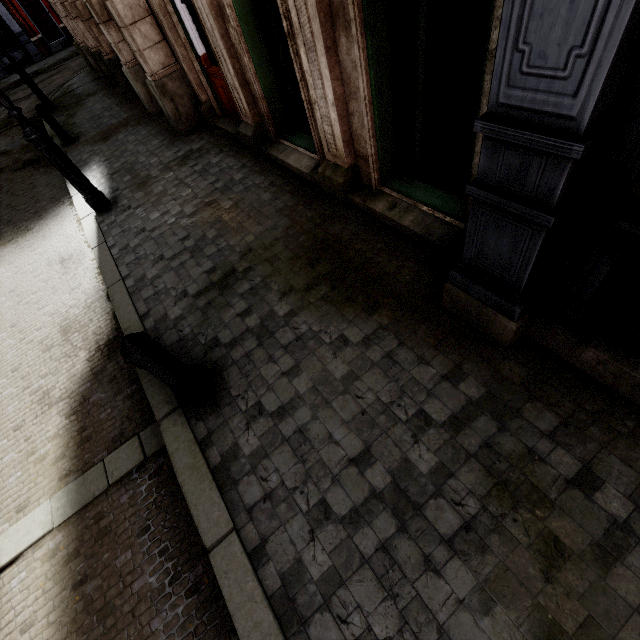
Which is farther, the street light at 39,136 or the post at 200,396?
the street light at 39,136

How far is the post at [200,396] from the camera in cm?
238

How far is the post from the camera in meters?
2.4

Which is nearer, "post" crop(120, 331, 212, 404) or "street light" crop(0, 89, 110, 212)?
"post" crop(120, 331, 212, 404)

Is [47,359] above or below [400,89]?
below
